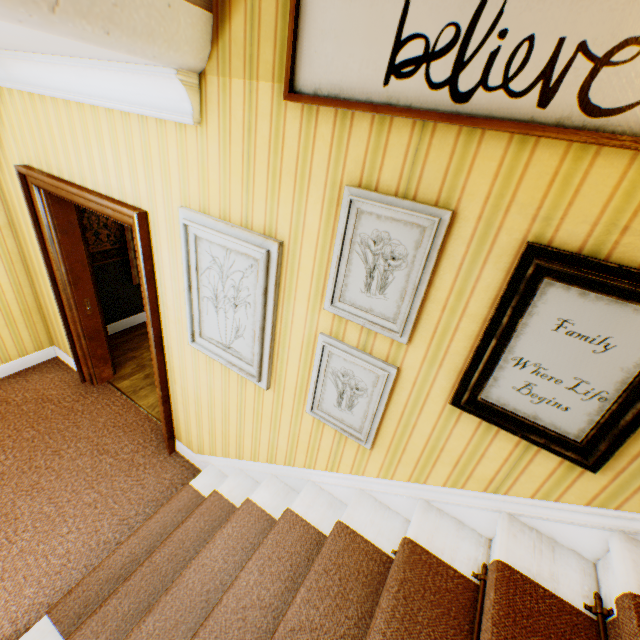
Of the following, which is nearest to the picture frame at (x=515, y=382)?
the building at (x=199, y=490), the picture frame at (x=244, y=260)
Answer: the building at (x=199, y=490)

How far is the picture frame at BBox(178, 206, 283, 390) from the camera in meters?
Result: 1.7 m

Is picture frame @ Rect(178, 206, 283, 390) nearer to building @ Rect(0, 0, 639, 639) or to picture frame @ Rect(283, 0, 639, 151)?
building @ Rect(0, 0, 639, 639)

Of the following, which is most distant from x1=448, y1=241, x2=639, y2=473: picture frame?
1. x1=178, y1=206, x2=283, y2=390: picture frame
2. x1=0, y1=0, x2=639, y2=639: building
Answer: x1=178, y1=206, x2=283, y2=390: picture frame

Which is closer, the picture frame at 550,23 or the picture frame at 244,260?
the picture frame at 550,23

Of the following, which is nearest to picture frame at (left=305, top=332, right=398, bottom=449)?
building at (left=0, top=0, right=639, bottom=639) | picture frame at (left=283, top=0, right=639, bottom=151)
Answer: building at (left=0, top=0, right=639, bottom=639)

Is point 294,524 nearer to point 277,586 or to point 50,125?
point 277,586

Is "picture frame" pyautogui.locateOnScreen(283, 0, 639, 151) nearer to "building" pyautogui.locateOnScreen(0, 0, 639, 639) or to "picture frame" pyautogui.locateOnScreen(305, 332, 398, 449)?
"building" pyautogui.locateOnScreen(0, 0, 639, 639)
